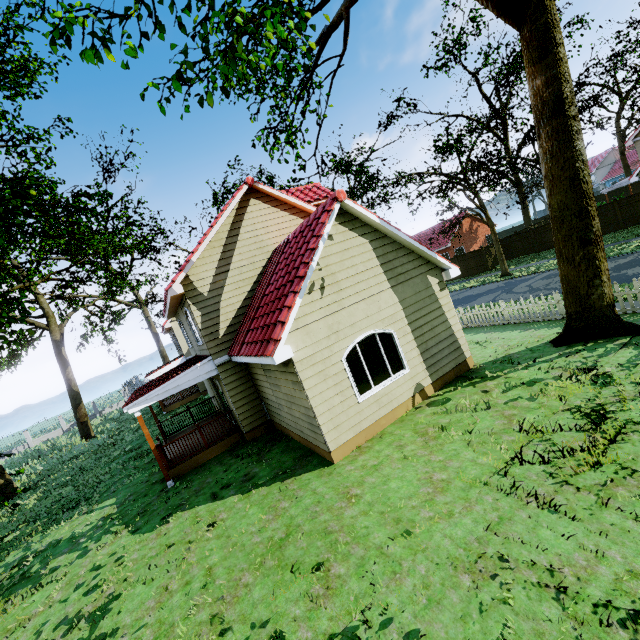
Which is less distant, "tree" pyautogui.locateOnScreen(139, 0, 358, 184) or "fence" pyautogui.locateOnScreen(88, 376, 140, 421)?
"tree" pyautogui.locateOnScreen(139, 0, 358, 184)

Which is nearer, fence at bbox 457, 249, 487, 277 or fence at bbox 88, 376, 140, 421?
fence at bbox 457, 249, 487, 277

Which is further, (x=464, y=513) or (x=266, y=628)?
(x=464, y=513)

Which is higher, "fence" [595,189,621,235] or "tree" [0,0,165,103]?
"tree" [0,0,165,103]

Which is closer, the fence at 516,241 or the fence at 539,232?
the fence at 539,232

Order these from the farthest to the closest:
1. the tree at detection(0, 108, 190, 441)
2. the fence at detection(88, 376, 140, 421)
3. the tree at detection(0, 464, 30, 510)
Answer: the fence at detection(88, 376, 140, 421) < the tree at detection(0, 108, 190, 441) < the tree at detection(0, 464, 30, 510)
